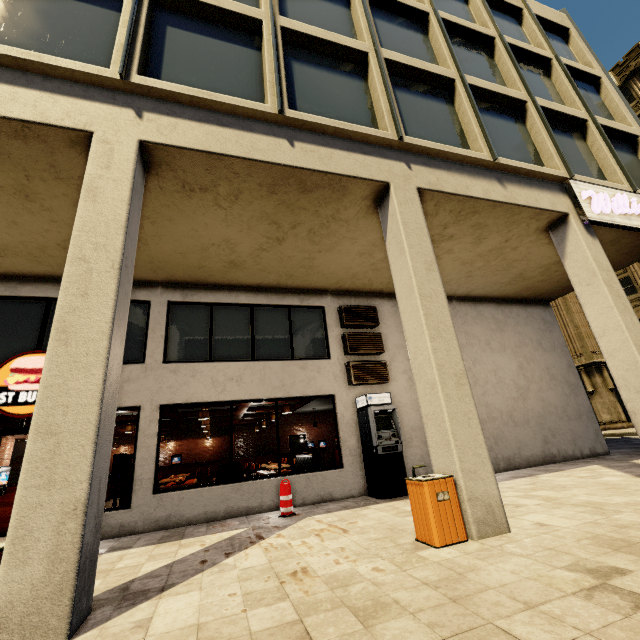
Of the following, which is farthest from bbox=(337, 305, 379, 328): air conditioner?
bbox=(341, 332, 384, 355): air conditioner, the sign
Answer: the sign

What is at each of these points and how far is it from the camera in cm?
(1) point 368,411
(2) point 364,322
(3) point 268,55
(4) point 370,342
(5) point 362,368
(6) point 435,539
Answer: (1) atm, 834
(2) air conditioner, 1004
(3) building, 638
(4) air conditioner, 983
(5) air conditioner, 945
(6) trash bin, 406

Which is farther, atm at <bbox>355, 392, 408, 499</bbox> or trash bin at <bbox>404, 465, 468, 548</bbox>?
atm at <bbox>355, 392, 408, 499</bbox>

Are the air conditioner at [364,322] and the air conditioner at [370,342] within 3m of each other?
yes

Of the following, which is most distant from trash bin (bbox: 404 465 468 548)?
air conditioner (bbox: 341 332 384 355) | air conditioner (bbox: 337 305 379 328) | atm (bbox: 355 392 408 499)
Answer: air conditioner (bbox: 337 305 379 328)

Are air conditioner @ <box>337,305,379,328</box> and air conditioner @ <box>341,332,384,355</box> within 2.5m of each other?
yes

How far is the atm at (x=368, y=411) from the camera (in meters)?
7.78

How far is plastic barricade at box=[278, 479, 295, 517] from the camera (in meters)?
6.93
